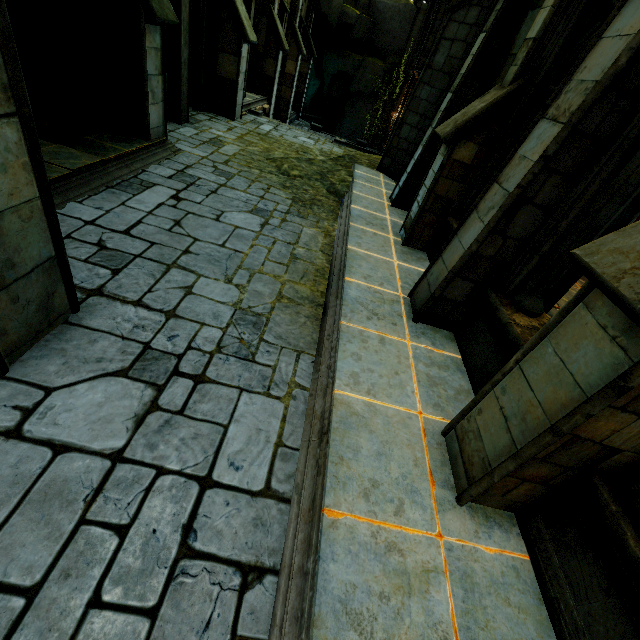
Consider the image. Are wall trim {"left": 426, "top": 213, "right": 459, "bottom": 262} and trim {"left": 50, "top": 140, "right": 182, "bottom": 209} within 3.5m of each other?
no

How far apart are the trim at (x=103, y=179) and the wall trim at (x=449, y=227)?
6.0m

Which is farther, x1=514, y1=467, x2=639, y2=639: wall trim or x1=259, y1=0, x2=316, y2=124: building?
x1=259, y1=0, x2=316, y2=124: building

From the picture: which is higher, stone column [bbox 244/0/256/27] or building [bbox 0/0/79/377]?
stone column [bbox 244/0/256/27]

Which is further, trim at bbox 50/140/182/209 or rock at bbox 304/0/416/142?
rock at bbox 304/0/416/142

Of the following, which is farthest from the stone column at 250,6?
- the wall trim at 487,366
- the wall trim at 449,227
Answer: the wall trim at 487,366

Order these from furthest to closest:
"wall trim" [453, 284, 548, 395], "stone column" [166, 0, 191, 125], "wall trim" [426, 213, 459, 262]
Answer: "stone column" [166, 0, 191, 125], "wall trim" [426, 213, 459, 262], "wall trim" [453, 284, 548, 395]

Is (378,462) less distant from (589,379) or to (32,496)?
(589,379)
